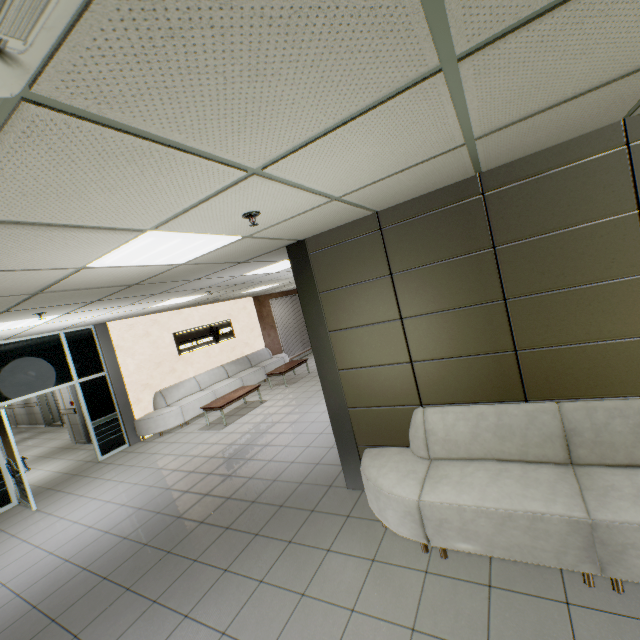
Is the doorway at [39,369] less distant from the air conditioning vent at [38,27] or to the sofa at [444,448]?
the sofa at [444,448]

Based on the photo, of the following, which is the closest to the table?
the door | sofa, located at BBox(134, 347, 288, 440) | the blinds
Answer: sofa, located at BBox(134, 347, 288, 440)

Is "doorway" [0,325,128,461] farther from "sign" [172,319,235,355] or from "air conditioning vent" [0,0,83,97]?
"air conditioning vent" [0,0,83,97]

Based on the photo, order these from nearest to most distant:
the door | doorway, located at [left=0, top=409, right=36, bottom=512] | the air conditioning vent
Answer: the air conditioning vent, doorway, located at [left=0, top=409, right=36, bottom=512], the door

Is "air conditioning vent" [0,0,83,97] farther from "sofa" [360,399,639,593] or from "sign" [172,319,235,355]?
"sign" [172,319,235,355]

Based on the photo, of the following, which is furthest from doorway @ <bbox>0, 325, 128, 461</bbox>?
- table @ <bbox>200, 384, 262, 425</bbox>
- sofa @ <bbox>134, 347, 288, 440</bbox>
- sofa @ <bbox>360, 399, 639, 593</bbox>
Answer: sofa @ <bbox>360, 399, 639, 593</bbox>

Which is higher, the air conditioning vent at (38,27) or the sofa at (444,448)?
the air conditioning vent at (38,27)

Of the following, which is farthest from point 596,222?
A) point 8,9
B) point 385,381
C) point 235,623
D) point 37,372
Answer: point 37,372
